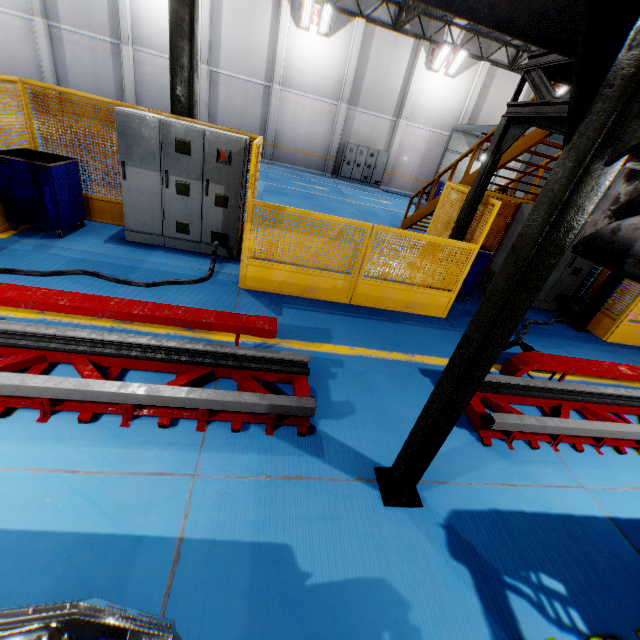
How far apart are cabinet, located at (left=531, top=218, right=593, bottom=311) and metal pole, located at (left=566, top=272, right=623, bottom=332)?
0.64m

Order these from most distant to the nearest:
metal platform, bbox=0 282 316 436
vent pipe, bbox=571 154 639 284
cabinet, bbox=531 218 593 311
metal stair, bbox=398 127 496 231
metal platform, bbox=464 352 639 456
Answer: metal stair, bbox=398 127 496 231
cabinet, bbox=531 218 593 311
metal platform, bbox=464 352 639 456
metal platform, bbox=0 282 316 436
vent pipe, bbox=571 154 639 284

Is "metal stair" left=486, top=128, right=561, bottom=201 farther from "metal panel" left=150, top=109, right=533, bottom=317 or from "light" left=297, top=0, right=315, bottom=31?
"light" left=297, top=0, right=315, bottom=31

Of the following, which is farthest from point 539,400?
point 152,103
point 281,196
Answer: point 152,103

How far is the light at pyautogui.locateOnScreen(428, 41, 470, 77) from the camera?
17.8 meters

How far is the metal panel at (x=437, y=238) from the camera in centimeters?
516cm

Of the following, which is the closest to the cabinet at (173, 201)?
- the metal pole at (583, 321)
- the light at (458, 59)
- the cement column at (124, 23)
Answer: the metal pole at (583, 321)

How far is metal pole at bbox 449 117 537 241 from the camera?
4.8 meters
